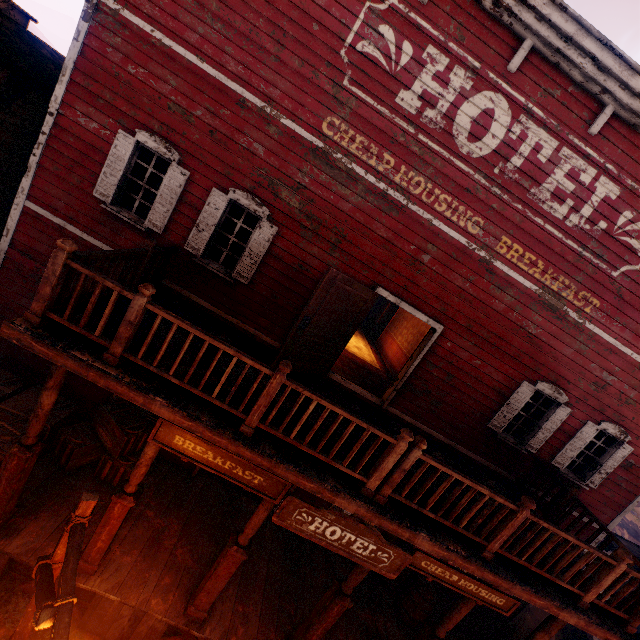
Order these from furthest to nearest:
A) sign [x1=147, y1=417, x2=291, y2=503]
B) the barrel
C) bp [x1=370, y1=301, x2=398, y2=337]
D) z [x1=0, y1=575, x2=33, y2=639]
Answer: bp [x1=370, y1=301, x2=398, y2=337] < the barrel < z [x1=0, y1=575, x2=33, y2=639] < sign [x1=147, y1=417, x2=291, y2=503]

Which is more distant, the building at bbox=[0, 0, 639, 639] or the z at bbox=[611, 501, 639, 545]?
the z at bbox=[611, 501, 639, 545]

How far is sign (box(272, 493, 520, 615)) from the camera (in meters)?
4.39

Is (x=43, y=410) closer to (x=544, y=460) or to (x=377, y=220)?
(x=377, y=220)

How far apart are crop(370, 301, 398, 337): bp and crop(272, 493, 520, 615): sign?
10.9 meters

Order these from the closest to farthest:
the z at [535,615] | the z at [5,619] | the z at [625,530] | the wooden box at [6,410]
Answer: the z at [5,619], the wooden box at [6,410], the z at [535,615], the z at [625,530]

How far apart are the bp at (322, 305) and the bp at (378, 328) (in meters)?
8.04

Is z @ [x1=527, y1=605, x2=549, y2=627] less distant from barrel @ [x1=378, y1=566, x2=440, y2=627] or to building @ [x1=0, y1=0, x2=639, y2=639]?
building @ [x1=0, y1=0, x2=639, y2=639]
